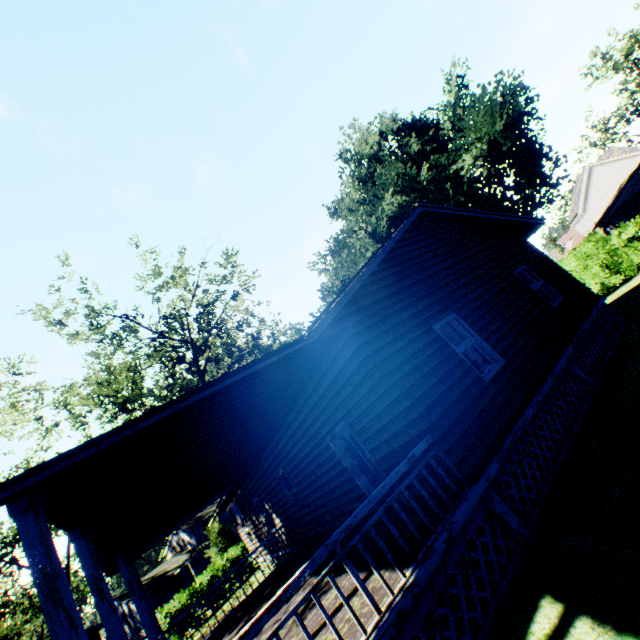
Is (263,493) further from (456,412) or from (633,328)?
(633,328)

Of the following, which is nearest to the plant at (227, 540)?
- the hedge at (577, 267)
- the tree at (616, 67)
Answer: the tree at (616, 67)

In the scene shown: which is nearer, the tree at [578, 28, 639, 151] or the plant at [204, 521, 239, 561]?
the plant at [204, 521, 239, 561]

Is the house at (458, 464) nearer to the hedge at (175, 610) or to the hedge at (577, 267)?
the hedge at (175, 610)

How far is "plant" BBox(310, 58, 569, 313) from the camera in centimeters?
2566cm

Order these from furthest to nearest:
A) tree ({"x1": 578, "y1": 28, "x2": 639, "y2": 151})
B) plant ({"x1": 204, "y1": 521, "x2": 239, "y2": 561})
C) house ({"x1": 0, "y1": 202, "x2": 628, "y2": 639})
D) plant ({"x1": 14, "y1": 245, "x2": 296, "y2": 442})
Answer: tree ({"x1": 578, "y1": 28, "x2": 639, "y2": 151}) < plant ({"x1": 204, "y1": 521, "x2": 239, "y2": 561}) < plant ({"x1": 14, "y1": 245, "x2": 296, "y2": 442}) < house ({"x1": 0, "y1": 202, "x2": 628, "y2": 639})

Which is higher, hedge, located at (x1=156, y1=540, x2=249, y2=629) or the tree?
the tree
